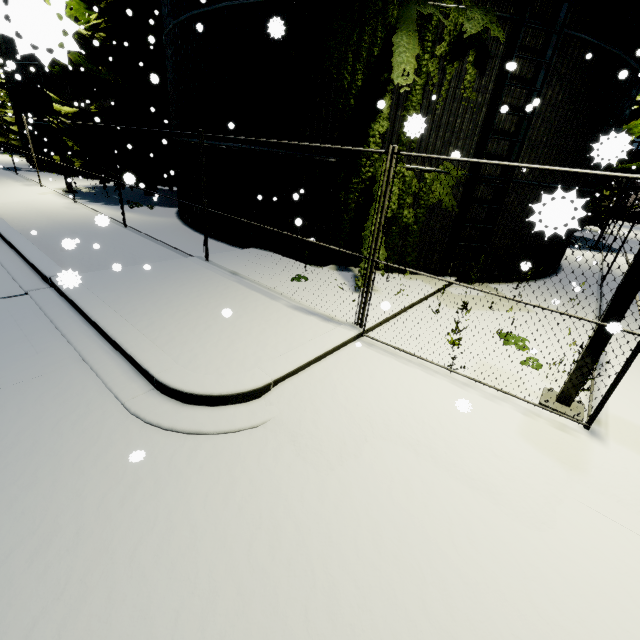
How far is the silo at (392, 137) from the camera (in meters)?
7.44

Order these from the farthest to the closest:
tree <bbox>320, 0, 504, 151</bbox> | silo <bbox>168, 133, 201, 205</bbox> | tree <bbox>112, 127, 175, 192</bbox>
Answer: tree <bbox>112, 127, 175, 192</bbox> < silo <bbox>168, 133, 201, 205</bbox> < tree <bbox>320, 0, 504, 151</bbox>

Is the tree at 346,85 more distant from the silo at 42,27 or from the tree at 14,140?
the tree at 14,140

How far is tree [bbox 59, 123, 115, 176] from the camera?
14.15m

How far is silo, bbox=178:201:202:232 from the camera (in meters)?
11.47

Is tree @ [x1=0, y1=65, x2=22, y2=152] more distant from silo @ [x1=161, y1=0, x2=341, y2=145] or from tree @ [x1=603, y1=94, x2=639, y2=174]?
tree @ [x1=603, y1=94, x2=639, y2=174]

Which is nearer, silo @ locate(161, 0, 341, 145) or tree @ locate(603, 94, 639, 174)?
tree @ locate(603, 94, 639, 174)

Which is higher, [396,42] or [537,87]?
[396,42]
